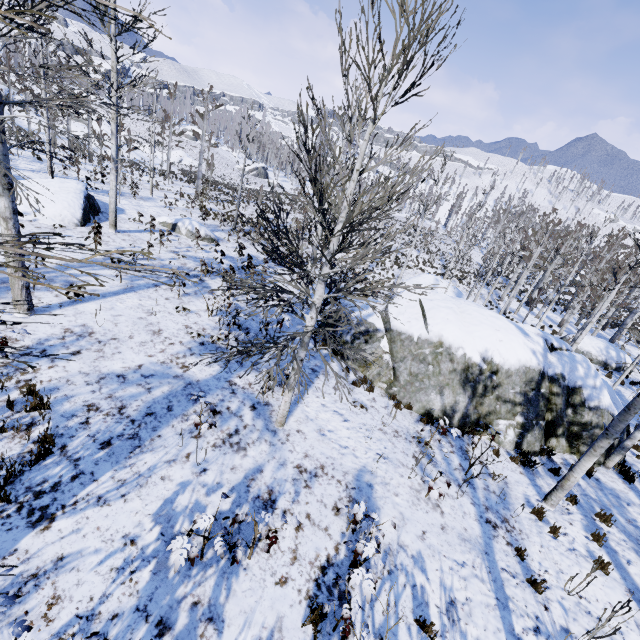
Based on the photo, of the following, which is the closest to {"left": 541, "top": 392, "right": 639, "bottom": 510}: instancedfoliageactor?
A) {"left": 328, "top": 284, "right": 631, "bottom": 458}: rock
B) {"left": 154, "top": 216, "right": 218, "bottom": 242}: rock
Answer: {"left": 328, "top": 284, "right": 631, "bottom": 458}: rock

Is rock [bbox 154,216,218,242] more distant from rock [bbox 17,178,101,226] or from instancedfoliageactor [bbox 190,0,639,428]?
rock [bbox 17,178,101,226]

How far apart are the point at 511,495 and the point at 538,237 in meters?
64.0 m

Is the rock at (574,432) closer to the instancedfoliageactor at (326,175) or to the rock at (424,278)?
the instancedfoliageactor at (326,175)

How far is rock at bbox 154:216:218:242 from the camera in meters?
19.1 m

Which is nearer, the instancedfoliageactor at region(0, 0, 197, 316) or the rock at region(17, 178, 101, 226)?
the instancedfoliageactor at region(0, 0, 197, 316)

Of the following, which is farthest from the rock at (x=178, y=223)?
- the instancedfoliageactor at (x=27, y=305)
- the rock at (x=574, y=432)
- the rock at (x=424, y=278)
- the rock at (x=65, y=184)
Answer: the rock at (x=424, y=278)

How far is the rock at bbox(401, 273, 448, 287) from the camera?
29.2 meters
